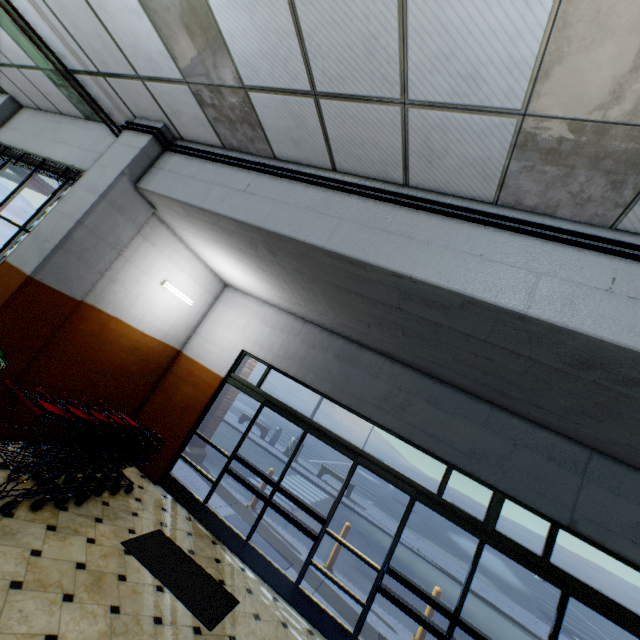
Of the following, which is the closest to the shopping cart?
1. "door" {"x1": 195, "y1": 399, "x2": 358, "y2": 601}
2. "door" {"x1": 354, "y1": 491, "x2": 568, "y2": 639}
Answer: "door" {"x1": 195, "y1": 399, "x2": 358, "y2": 601}

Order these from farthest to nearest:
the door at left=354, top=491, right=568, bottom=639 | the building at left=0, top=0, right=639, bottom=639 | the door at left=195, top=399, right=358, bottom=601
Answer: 1. the door at left=195, top=399, right=358, bottom=601
2. the door at left=354, top=491, right=568, bottom=639
3. the building at left=0, top=0, right=639, bottom=639

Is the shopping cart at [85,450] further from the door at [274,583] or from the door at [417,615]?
the door at [417,615]

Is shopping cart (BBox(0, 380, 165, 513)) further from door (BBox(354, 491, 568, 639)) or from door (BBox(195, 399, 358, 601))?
door (BBox(354, 491, 568, 639))

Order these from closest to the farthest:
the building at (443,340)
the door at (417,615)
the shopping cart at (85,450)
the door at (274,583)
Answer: the building at (443,340) → the shopping cart at (85,450) → the door at (417,615) → the door at (274,583)

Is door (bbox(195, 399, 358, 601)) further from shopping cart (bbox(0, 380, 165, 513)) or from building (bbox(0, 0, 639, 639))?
shopping cart (bbox(0, 380, 165, 513))

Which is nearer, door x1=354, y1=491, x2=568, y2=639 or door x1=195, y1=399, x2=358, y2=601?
door x1=354, y1=491, x2=568, y2=639

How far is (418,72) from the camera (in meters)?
2.35
